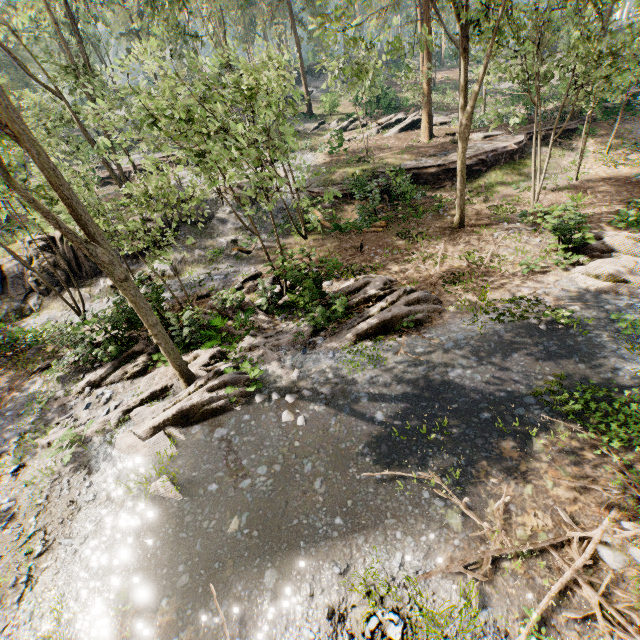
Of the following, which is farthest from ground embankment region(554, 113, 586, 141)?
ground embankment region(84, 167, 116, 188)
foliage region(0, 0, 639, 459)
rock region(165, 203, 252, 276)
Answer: ground embankment region(84, 167, 116, 188)

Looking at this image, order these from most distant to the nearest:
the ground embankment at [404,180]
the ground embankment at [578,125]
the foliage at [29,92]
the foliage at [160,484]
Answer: the ground embankment at [578,125] → the ground embankment at [404,180] → the foliage at [29,92] → the foliage at [160,484]

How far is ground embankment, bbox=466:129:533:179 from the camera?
22.02m

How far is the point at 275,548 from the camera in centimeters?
644cm

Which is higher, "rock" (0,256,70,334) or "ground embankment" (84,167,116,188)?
"ground embankment" (84,167,116,188)

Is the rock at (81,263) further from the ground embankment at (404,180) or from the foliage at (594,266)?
the ground embankment at (404,180)

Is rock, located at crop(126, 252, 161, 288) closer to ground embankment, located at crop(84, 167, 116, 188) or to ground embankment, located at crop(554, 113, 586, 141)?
ground embankment, located at crop(554, 113, 586, 141)
